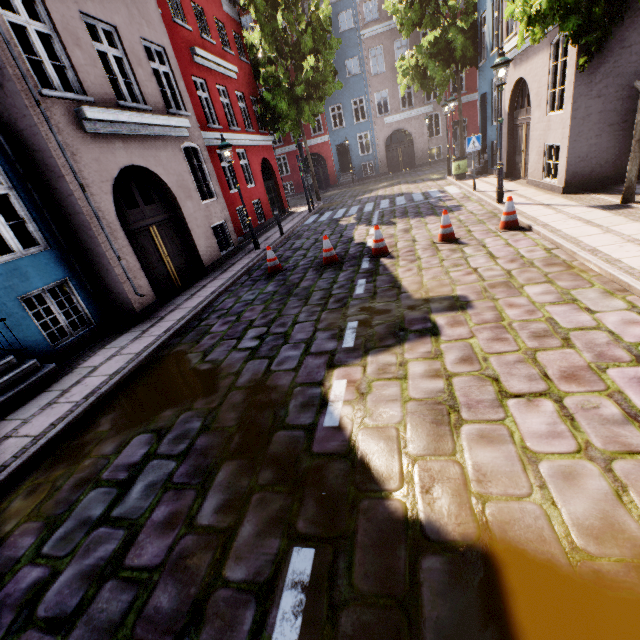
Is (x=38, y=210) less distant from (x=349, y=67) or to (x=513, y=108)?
(x=513, y=108)

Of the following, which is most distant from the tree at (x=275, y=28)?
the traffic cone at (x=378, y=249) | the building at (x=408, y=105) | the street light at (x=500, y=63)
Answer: the traffic cone at (x=378, y=249)

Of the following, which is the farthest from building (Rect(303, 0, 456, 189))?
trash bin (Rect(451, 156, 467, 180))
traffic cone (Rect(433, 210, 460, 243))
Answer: traffic cone (Rect(433, 210, 460, 243))

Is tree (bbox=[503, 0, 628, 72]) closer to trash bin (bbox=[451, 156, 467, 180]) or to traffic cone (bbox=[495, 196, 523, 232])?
traffic cone (bbox=[495, 196, 523, 232])

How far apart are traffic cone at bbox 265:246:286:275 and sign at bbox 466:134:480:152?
8.5m

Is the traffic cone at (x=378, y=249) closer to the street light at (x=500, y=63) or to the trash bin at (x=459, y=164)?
the street light at (x=500, y=63)

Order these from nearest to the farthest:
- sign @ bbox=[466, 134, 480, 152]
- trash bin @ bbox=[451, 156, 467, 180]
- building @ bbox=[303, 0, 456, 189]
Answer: sign @ bbox=[466, 134, 480, 152]
trash bin @ bbox=[451, 156, 467, 180]
building @ bbox=[303, 0, 456, 189]

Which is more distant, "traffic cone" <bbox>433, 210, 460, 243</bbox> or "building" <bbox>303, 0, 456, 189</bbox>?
"building" <bbox>303, 0, 456, 189</bbox>
